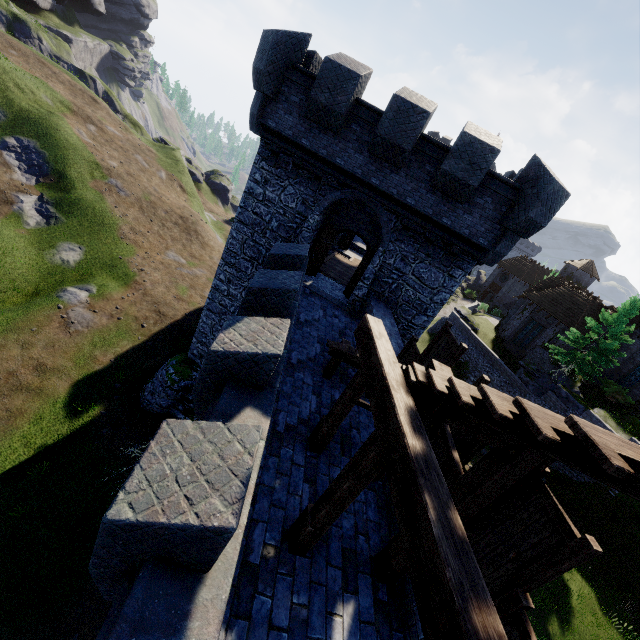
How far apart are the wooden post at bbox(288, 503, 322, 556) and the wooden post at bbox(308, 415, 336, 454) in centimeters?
161cm

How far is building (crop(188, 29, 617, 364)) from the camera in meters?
10.5 m

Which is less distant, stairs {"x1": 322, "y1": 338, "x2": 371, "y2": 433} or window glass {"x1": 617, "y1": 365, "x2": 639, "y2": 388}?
stairs {"x1": 322, "y1": 338, "x2": 371, "y2": 433}

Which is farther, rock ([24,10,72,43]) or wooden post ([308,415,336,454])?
rock ([24,10,72,43])

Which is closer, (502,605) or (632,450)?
(632,450)

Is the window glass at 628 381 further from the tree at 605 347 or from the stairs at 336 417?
the stairs at 336 417

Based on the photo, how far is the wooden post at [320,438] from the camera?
6.64m

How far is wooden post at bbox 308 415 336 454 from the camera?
6.6 meters
